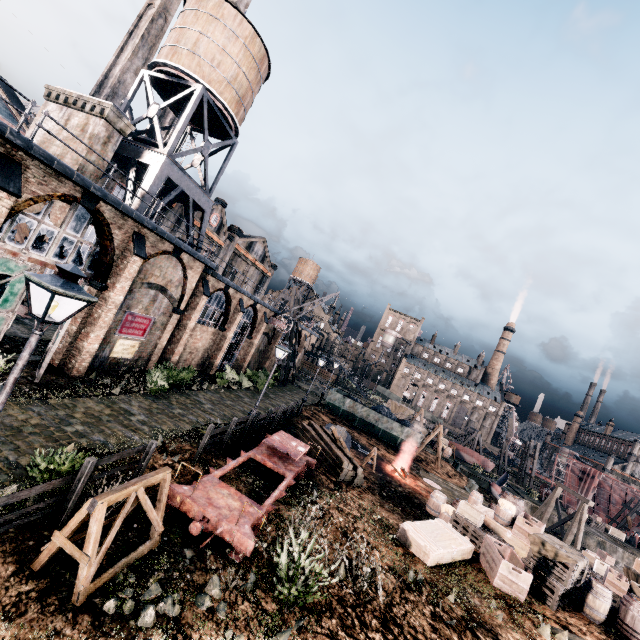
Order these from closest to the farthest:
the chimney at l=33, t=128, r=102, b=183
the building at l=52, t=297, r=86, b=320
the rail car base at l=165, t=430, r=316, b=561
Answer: the rail car base at l=165, t=430, r=316, b=561, the building at l=52, t=297, r=86, b=320, the chimney at l=33, t=128, r=102, b=183

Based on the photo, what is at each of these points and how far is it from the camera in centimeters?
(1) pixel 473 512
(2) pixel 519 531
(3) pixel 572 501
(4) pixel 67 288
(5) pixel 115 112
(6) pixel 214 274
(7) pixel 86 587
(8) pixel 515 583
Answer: (1) wooden crate, 1619cm
(2) wooden crate, 1633cm
(3) ship construction, 5288cm
(4) street light, 537cm
(5) chimney, 1617cm
(6) building, 2350cm
(7) wooden support structure, 602cm
(8) wooden crate, 1214cm

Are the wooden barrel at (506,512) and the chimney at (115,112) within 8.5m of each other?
no

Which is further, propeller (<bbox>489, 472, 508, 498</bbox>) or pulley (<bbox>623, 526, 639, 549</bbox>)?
pulley (<bbox>623, 526, 639, 549</bbox>)

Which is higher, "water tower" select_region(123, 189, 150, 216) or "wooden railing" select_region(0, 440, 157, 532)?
"water tower" select_region(123, 189, 150, 216)

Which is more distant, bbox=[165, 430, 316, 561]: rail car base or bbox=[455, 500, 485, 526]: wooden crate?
bbox=[455, 500, 485, 526]: wooden crate

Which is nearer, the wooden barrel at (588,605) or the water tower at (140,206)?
the wooden barrel at (588,605)

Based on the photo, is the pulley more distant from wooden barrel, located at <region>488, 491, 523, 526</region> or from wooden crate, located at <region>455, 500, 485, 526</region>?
wooden crate, located at <region>455, 500, 485, 526</region>
